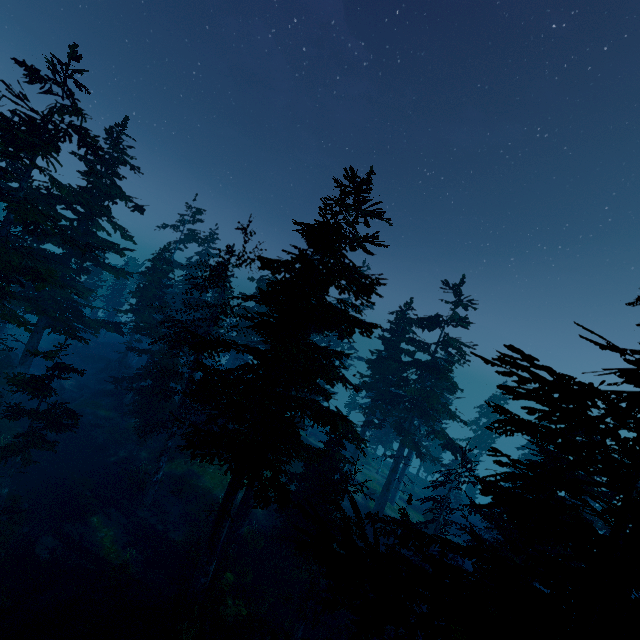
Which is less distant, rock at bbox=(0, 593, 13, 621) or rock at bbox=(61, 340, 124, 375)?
rock at bbox=(0, 593, 13, 621)

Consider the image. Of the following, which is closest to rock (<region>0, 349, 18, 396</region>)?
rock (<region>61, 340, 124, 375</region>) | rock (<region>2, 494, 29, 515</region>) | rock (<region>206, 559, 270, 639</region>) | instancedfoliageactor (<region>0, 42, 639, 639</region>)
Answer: instancedfoliageactor (<region>0, 42, 639, 639</region>)

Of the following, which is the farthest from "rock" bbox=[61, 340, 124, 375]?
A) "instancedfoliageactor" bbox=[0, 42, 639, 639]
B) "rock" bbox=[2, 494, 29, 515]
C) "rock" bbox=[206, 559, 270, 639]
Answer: "rock" bbox=[206, 559, 270, 639]

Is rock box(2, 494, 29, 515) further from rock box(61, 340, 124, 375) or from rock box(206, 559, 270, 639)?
rock box(61, 340, 124, 375)

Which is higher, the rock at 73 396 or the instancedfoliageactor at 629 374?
the instancedfoliageactor at 629 374

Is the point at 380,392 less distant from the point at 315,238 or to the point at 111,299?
the point at 315,238

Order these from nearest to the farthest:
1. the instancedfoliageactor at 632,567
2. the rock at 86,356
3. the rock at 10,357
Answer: the instancedfoliageactor at 632,567 → the rock at 10,357 → the rock at 86,356

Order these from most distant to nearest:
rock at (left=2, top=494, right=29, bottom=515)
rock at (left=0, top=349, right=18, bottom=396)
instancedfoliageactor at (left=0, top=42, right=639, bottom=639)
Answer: rock at (left=0, top=349, right=18, bottom=396) < rock at (left=2, top=494, right=29, bottom=515) < instancedfoliageactor at (left=0, top=42, right=639, bottom=639)
